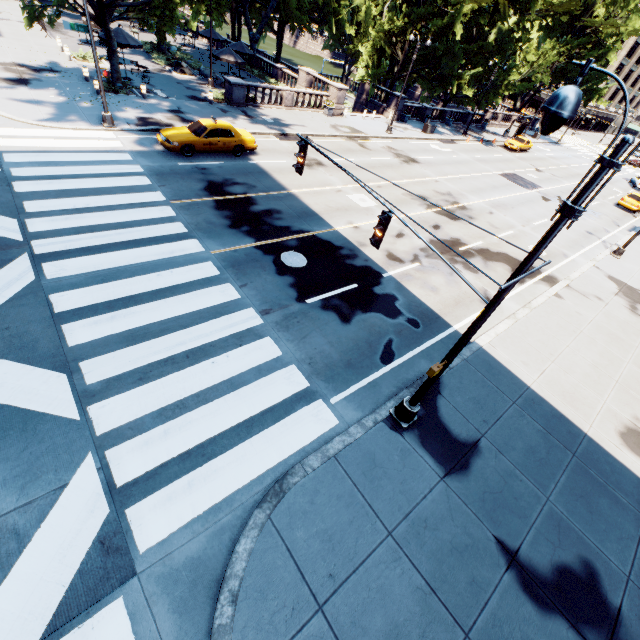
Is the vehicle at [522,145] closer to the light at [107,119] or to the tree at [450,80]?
the tree at [450,80]

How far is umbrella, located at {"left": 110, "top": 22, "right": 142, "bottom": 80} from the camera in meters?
22.3 m

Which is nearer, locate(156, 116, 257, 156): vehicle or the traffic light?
the traffic light

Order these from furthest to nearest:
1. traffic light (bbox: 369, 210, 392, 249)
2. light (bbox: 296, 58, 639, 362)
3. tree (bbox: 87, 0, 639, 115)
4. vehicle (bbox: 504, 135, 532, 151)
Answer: vehicle (bbox: 504, 135, 532, 151), tree (bbox: 87, 0, 639, 115), traffic light (bbox: 369, 210, 392, 249), light (bbox: 296, 58, 639, 362)

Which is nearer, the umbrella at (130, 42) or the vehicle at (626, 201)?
the umbrella at (130, 42)

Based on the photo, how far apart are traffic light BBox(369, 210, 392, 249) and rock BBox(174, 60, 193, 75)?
32.76m

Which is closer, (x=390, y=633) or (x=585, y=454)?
(x=390, y=633)

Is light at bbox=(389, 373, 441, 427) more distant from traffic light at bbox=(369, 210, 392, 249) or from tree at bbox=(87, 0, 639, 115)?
tree at bbox=(87, 0, 639, 115)
